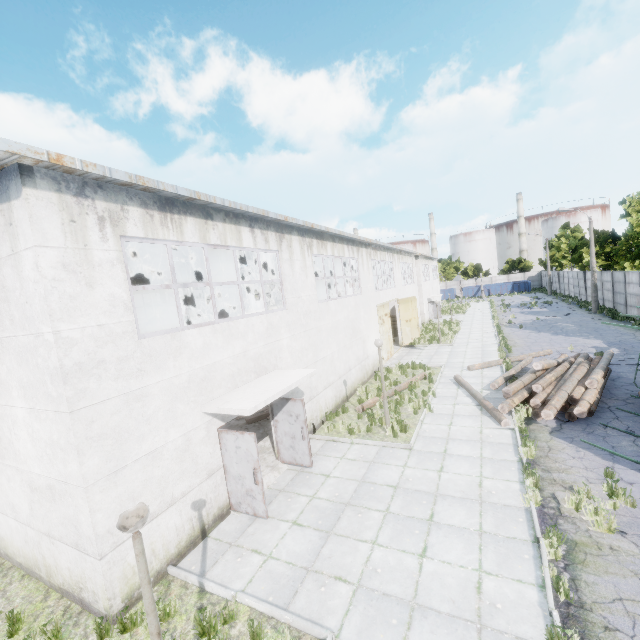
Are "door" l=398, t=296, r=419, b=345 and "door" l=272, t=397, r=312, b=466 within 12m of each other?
no

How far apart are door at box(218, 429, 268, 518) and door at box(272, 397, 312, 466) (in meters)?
2.10

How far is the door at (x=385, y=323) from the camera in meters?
21.1 m

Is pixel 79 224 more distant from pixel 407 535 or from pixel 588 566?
pixel 588 566

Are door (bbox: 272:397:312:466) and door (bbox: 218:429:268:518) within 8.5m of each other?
yes

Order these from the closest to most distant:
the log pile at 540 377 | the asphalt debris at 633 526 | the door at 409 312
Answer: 1. the asphalt debris at 633 526
2. the log pile at 540 377
3. the door at 409 312

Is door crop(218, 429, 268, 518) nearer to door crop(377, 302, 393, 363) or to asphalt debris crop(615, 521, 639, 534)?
asphalt debris crop(615, 521, 639, 534)

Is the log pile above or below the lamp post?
below
